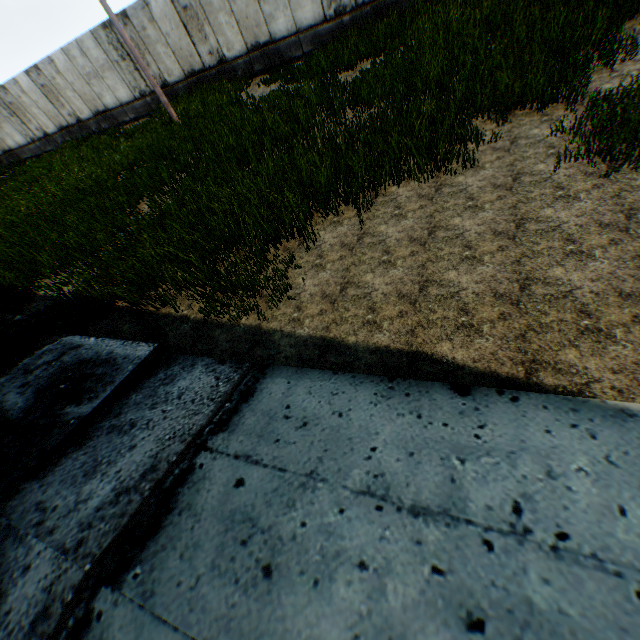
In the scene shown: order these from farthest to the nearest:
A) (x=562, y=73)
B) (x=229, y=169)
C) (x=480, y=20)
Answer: (x=480, y=20) < (x=229, y=169) < (x=562, y=73)
